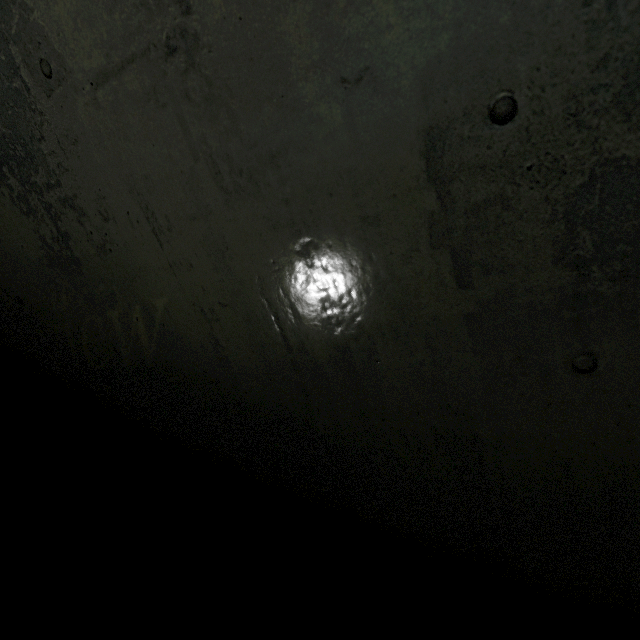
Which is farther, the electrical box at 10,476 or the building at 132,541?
the electrical box at 10,476

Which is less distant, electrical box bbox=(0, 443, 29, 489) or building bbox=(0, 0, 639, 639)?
building bbox=(0, 0, 639, 639)

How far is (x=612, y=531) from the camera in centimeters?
79cm
